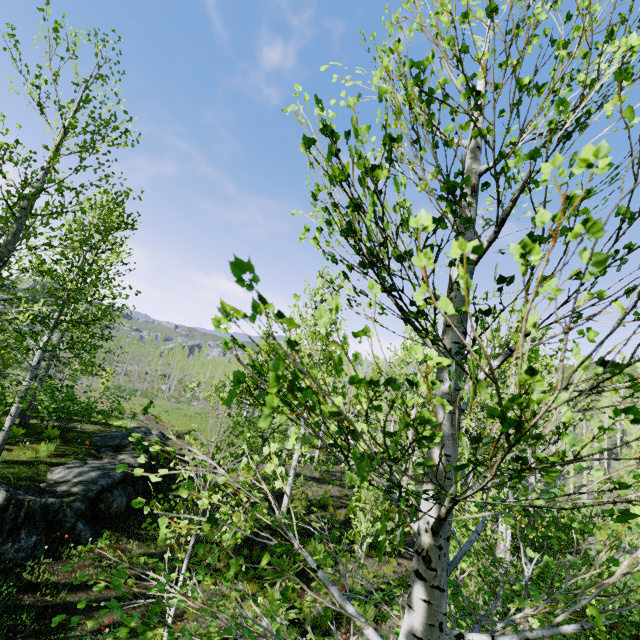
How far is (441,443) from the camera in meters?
1.1 m

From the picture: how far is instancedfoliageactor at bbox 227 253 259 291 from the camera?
0.50m

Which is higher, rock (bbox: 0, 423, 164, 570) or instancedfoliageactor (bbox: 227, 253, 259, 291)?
instancedfoliageactor (bbox: 227, 253, 259, 291)

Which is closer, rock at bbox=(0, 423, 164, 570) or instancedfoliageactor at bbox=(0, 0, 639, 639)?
instancedfoliageactor at bbox=(0, 0, 639, 639)

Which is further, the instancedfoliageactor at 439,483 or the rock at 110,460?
the rock at 110,460

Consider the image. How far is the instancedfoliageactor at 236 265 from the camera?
0.5 meters
